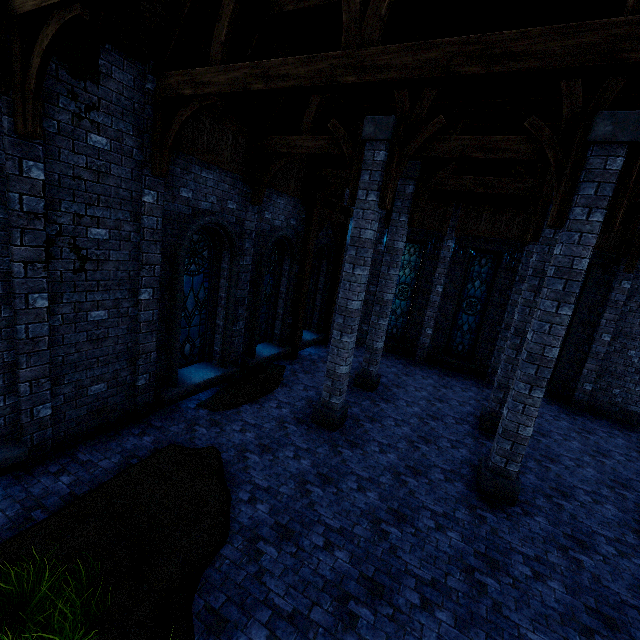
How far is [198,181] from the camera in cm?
723

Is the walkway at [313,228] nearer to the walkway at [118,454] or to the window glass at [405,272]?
the window glass at [405,272]

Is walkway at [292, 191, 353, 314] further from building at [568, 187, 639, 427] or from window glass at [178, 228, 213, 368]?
window glass at [178, 228, 213, 368]

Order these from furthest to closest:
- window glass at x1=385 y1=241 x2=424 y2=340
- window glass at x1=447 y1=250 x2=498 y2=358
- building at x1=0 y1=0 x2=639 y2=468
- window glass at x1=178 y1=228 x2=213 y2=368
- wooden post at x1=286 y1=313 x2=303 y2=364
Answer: window glass at x1=385 y1=241 x2=424 y2=340 < window glass at x1=447 y1=250 x2=498 y2=358 < wooden post at x1=286 y1=313 x2=303 y2=364 < window glass at x1=178 y1=228 x2=213 y2=368 < building at x1=0 y1=0 x2=639 y2=468

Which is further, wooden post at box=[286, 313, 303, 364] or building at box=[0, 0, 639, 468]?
wooden post at box=[286, 313, 303, 364]

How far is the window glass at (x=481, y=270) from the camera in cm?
1349

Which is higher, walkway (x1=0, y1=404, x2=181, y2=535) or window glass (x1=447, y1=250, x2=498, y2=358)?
window glass (x1=447, y1=250, x2=498, y2=358)

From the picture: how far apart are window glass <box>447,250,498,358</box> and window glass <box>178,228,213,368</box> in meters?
10.4
